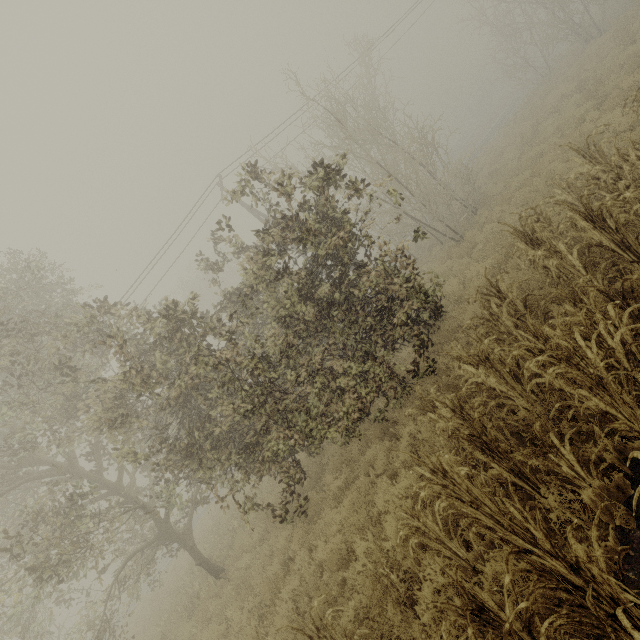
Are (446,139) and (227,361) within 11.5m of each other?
no
